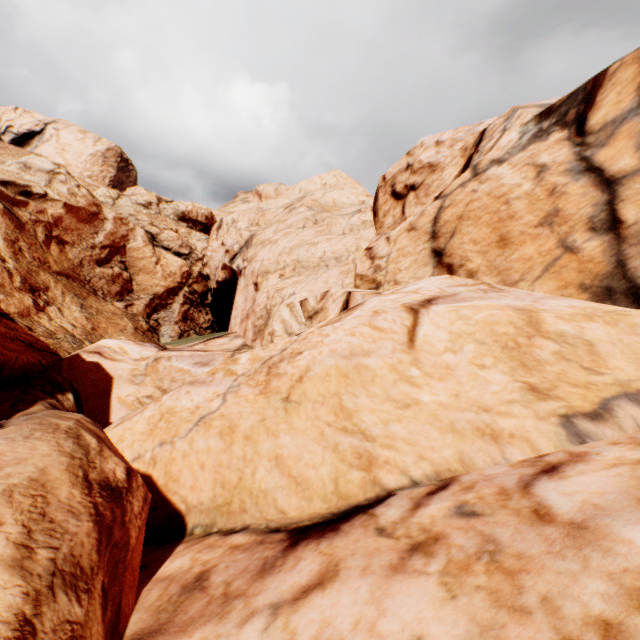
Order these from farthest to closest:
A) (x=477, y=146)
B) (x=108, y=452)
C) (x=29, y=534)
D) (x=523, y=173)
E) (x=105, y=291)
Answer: (x=105, y=291)
(x=477, y=146)
(x=523, y=173)
(x=108, y=452)
(x=29, y=534)
